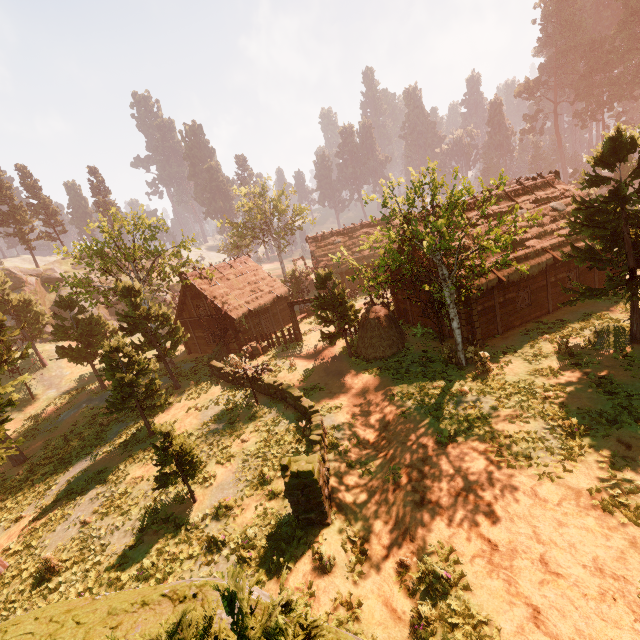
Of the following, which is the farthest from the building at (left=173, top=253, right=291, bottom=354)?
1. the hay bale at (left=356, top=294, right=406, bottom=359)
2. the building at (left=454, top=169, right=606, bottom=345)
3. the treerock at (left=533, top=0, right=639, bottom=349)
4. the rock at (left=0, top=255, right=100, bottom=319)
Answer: the rock at (left=0, top=255, right=100, bottom=319)

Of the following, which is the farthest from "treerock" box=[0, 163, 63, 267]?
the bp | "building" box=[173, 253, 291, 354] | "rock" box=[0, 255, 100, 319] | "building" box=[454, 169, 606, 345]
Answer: the bp

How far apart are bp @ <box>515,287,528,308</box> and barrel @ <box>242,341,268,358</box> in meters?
18.1

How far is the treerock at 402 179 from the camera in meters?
12.3 m

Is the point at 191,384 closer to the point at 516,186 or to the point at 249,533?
the point at 249,533

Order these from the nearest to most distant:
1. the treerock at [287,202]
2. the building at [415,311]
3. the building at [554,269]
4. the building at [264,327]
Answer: the building at [554,269] → the building at [415,311] → the building at [264,327] → the treerock at [287,202]

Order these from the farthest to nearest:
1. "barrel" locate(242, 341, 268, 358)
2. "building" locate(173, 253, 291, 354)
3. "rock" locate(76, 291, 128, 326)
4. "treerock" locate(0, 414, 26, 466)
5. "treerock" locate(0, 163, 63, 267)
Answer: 1. "treerock" locate(0, 163, 63, 267)
2. "rock" locate(76, 291, 128, 326)
3. "building" locate(173, 253, 291, 354)
4. "barrel" locate(242, 341, 268, 358)
5. "treerock" locate(0, 414, 26, 466)

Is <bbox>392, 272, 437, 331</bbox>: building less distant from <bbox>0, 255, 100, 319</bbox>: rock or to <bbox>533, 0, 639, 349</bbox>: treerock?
<bbox>533, 0, 639, 349</bbox>: treerock
